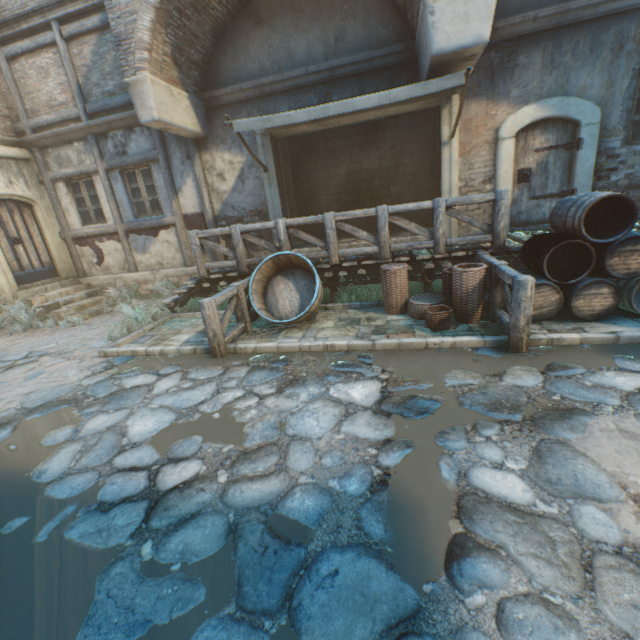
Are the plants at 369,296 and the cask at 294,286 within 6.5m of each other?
yes

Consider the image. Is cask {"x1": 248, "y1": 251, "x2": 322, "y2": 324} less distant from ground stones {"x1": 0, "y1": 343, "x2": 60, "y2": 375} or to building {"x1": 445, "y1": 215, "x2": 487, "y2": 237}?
ground stones {"x1": 0, "y1": 343, "x2": 60, "y2": 375}

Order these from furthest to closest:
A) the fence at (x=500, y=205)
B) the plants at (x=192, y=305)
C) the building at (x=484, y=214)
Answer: the plants at (x=192, y=305)
the building at (x=484, y=214)
the fence at (x=500, y=205)

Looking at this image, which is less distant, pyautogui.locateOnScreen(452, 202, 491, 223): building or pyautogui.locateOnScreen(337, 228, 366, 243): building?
pyautogui.locateOnScreen(452, 202, 491, 223): building

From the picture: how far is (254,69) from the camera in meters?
7.4 m

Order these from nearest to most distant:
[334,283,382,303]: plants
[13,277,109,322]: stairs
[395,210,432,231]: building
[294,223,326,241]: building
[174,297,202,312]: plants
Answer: [334,283,382,303]: plants, [174,297,202,312]: plants, [13,277,109,322]: stairs, [395,210,432,231]: building, [294,223,326,241]: building

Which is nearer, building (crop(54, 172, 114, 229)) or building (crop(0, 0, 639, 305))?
building (crop(0, 0, 639, 305))
